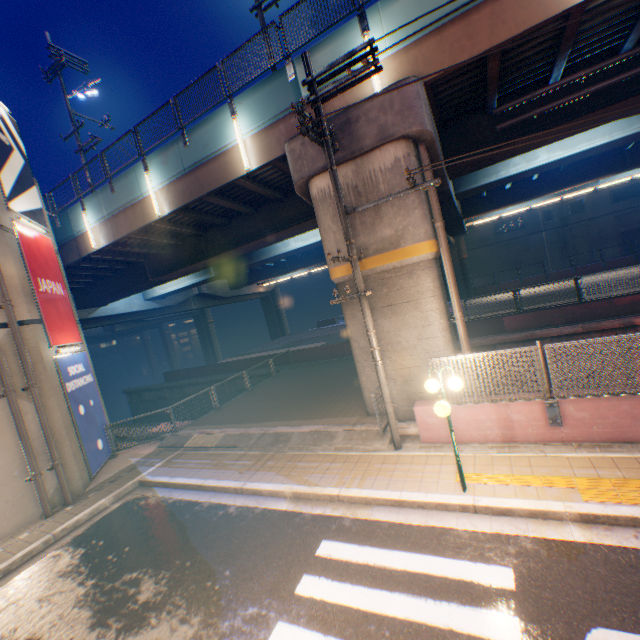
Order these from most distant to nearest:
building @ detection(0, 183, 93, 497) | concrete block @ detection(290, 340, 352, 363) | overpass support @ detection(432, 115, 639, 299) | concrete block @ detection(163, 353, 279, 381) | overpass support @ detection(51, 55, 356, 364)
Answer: concrete block @ detection(163, 353, 279, 381), concrete block @ detection(290, 340, 352, 363), overpass support @ detection(432, 115, 639, 299), overpass support @ detection(51, 55, 356, 364), building @ detection(0, 183, 93, 497)

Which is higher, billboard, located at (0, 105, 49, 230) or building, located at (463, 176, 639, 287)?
billboard, located at (0, 105, 49, 230)

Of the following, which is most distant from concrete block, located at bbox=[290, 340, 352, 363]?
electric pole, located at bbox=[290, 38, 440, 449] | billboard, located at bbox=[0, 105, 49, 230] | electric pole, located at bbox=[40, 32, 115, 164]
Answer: electric pole, located at bbox=[40, 32, 115, 164]

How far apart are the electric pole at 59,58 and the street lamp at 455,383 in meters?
20.7 m

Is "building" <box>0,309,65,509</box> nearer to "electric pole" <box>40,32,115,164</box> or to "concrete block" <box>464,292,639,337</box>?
"electric pole" <box>40,32,115,164</box>

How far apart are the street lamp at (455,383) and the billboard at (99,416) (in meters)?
11.50

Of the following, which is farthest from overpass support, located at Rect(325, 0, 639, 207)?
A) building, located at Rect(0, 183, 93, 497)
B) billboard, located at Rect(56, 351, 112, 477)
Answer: billboard, located at Rect(56, 351, 112, 477)

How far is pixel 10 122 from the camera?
12.0 meters
